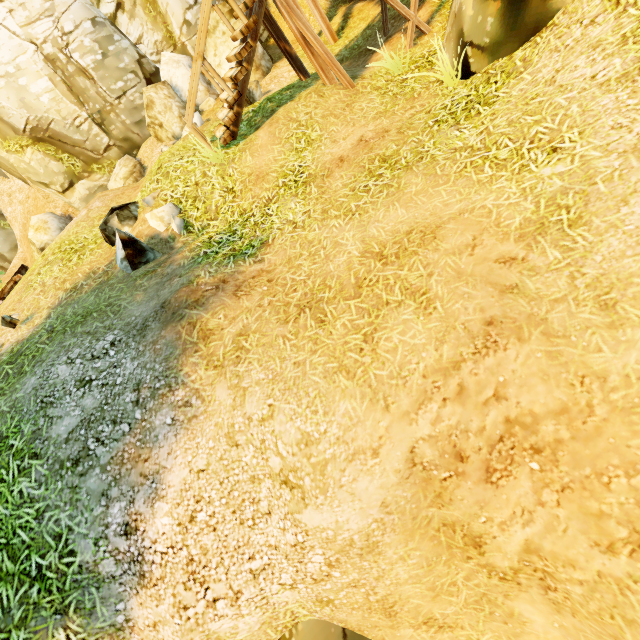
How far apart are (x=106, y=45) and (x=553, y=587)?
16.07m

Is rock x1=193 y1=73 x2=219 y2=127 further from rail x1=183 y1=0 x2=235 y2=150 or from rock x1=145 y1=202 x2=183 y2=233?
rock x1=145 y1=202 x2=183 y2=233

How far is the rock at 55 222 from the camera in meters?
12.5 m

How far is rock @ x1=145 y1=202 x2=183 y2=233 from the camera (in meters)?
5.99

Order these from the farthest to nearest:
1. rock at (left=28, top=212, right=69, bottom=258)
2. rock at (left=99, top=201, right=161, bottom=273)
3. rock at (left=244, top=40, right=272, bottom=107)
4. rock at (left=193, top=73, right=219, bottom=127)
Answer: rock at (left=28, top=212, right=69, bottom=258)
rock at (left=193, top=73, right=219, bottom=127)
rock at (left=244, top=40, right=272, bottom=107)
rock at (left=99, top=201, right=161, bottom=273)

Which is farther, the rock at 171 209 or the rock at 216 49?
the rock at 216 49

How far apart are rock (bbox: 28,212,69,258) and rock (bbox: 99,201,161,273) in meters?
9.3 m

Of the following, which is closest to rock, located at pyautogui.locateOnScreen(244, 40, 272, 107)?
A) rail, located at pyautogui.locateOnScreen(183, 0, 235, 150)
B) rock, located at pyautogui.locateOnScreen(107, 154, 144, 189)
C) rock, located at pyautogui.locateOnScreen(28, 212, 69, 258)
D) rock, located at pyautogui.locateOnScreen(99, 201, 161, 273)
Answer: rock, located at pyautogui.locateOnScreen(107, 154, 144, 189)
